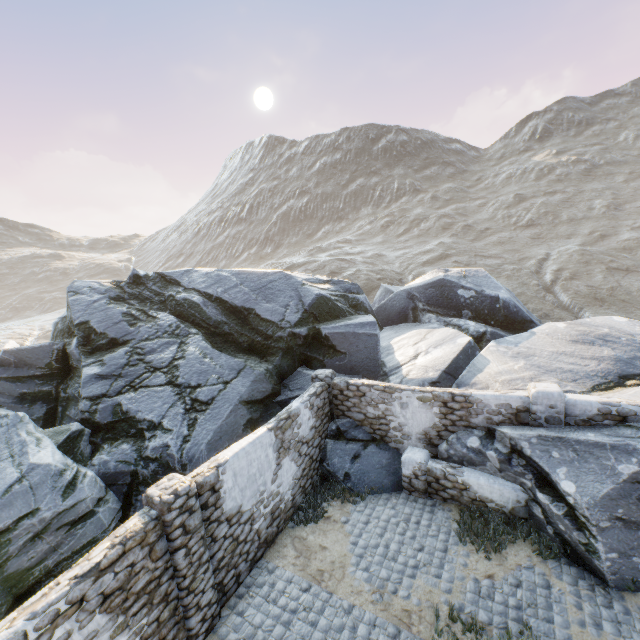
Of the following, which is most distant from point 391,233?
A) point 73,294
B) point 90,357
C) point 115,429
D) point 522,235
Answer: point 115,429

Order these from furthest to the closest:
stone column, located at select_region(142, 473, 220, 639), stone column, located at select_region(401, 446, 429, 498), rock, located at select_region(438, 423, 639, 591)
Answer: stone column, located at select_region(401, 446, 429, 498) < rock, located at select_region(438, 423, 639, 591) < stone column, located at select_region(142, 473, 220, 639)

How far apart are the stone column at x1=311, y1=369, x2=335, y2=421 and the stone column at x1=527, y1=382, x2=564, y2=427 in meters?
5.6 m

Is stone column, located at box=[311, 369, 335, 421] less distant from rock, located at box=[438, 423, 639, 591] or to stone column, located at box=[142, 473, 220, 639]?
rock, located at box=[438, 423, 639, 591]

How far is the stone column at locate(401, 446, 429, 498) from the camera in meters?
9.1 m

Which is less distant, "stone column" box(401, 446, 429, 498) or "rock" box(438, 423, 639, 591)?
"rock" box(438, 423, 639, 591)

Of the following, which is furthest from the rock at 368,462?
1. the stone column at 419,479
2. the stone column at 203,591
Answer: the stone column at 203,591

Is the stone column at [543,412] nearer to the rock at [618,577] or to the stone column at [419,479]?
the rock at [618,577]
